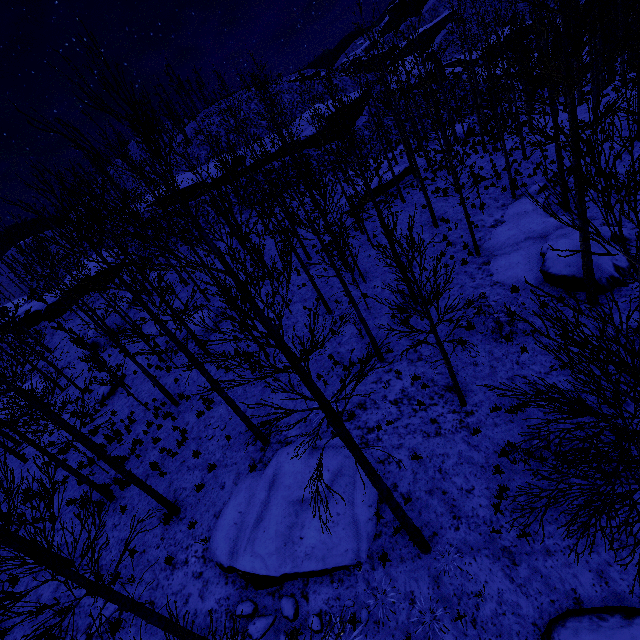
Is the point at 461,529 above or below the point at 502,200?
below

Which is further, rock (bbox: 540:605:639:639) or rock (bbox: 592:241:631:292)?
rock (bbox: 592:241:631:292)

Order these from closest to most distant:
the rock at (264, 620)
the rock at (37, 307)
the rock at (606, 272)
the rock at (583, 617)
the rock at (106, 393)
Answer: the rock at (583, 617) → the rock at (264, 620) → the rock at (606, 272) → the rock at (106, 393) → the rock at (37, 307)

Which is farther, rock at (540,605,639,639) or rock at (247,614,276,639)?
rock at (247,614,276,639)

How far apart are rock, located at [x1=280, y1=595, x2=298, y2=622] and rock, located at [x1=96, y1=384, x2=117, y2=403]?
16.8m

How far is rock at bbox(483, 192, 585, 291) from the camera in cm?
1121

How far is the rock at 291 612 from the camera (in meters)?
7.36

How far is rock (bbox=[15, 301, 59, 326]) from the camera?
35.2 meters
